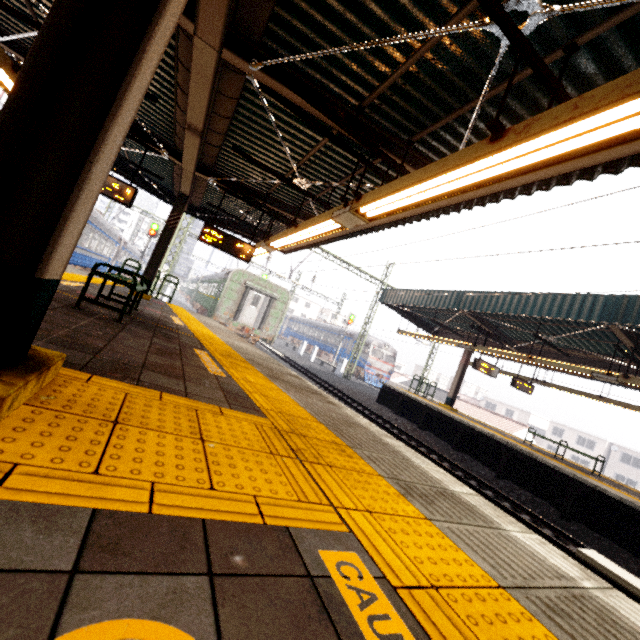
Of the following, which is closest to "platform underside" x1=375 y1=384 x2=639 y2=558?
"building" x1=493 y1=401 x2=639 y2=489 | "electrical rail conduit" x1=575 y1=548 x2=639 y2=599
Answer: "electrical rail conduit" x1=575 y1=548 x2=639 y2=599

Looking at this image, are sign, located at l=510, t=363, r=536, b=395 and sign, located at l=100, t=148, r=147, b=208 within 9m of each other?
no

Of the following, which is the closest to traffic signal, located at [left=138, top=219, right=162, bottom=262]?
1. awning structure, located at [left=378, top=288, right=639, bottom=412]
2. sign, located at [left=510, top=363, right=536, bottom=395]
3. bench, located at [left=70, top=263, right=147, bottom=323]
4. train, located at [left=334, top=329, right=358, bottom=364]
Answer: awning structure, located at [left=378, top=288, right=639, bottom=412]

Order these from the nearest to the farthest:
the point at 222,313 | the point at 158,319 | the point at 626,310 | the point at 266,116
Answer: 1. the point at 266,116
2. the point at 158,319
3. the point at 626,310
4. the point at 222,313

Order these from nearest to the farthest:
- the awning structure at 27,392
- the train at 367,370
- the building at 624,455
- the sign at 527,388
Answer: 1. the awning structure at 27,392
2. the sign at 527,388
3. the train at 367,370
4. the building at 624,455

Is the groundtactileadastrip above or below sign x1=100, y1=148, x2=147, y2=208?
below

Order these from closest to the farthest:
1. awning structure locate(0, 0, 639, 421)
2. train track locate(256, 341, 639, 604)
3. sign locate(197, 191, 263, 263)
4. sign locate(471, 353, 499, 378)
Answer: awning structure locate(0, 0, 639, 421), train track locate(256, 341, 639, 604), sign locate(197, 191, 263, 263), sign locate(471, 353, 499, 378)

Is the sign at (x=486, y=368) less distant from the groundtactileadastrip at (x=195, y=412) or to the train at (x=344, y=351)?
the groundtactileadastrip at (x=195, y=412)
